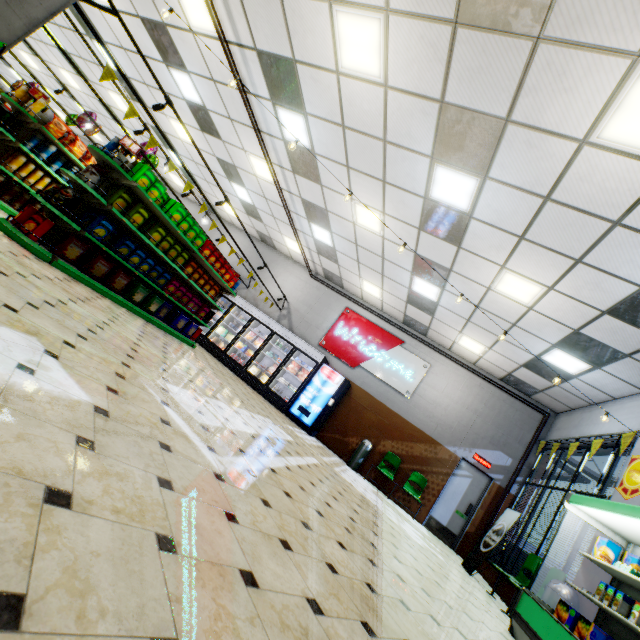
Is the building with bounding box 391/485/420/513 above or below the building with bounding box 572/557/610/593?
below

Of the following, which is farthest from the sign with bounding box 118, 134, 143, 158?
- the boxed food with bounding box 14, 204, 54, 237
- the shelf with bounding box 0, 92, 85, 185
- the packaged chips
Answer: the shelf with bounding box 0, 92, 85, 185

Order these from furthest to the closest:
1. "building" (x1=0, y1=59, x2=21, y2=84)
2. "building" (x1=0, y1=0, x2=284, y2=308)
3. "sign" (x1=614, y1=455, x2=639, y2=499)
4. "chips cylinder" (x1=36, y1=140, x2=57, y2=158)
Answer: "building" (x1=0, y1=59, x2=21, y2=84), "chips cylinder" (x1=36, y1=140, x2=57, y2=158), "sign" (x1=614, y1=455, x2=639, y2=499), "building" (x1=0, y1=0, x2=284, y2=308)

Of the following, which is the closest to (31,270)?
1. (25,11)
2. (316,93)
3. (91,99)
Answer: (25,11)

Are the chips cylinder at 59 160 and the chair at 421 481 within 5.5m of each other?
no

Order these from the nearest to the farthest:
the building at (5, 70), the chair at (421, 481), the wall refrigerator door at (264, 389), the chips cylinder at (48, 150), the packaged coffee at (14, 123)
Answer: the packaged coffee at (14, 123) → the chips cylinder at (48, 150) → the chair at (421, 481) → the wall refrigerator door at (264, 389) → the building at (5, 70)

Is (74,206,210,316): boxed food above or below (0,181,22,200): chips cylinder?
above

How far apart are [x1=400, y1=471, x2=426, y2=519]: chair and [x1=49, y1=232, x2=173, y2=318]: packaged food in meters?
8.0
